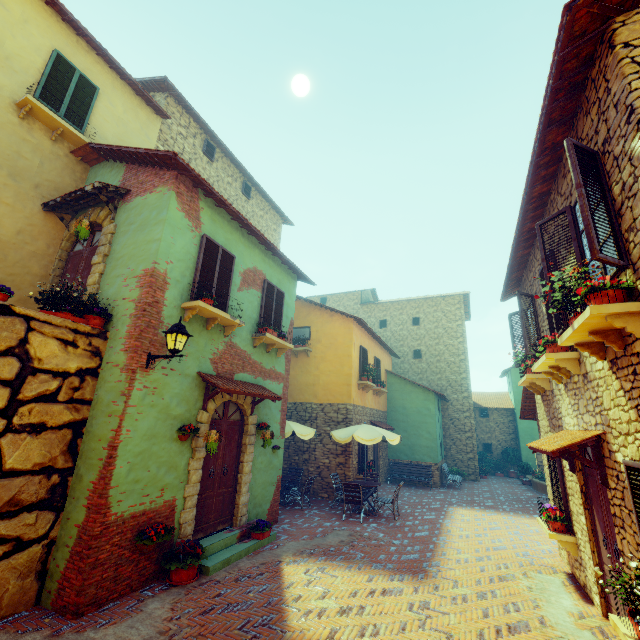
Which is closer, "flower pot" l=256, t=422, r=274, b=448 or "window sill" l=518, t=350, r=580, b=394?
"window sill" l=518, t=350, r=580, b=394

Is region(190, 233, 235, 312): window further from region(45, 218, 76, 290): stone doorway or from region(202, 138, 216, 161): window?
region(202, 138, 216, 161): window

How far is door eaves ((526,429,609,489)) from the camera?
4.8 meters

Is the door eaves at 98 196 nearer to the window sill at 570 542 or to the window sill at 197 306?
the window sill at 197 306

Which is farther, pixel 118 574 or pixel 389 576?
pixel 389 576

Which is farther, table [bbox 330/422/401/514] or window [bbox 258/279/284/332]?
table [bbox 330/422/401/514]

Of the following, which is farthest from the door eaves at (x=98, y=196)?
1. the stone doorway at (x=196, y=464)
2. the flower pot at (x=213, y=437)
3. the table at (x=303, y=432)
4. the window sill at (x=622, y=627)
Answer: the window sill at (x=622, y=627)

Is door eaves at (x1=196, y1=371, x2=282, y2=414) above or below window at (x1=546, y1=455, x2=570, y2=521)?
above
